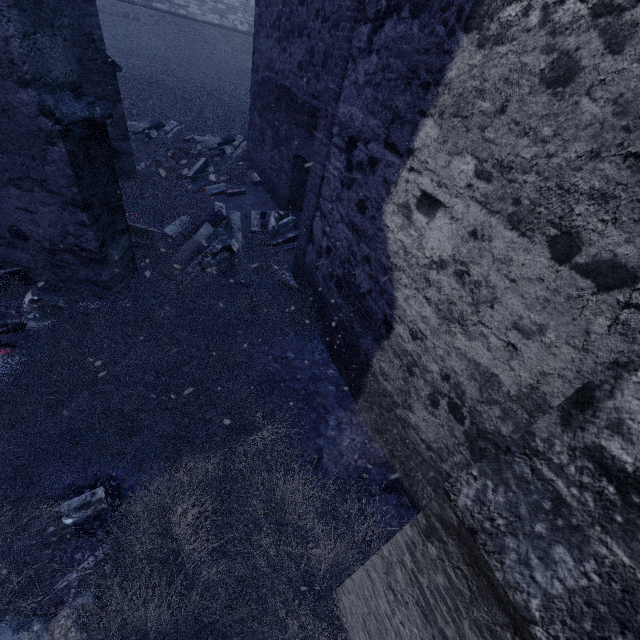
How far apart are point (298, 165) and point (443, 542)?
7.1m

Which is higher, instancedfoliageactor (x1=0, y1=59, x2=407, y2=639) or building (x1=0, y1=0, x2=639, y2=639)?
building (x1=0, y1=0, x2=639, y2=639)

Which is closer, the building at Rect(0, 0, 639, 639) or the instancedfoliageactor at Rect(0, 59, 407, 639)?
the building at Rect(0, 0, 639, 639)

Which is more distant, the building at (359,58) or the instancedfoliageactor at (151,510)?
the instancedfoliageactor at (151,510)

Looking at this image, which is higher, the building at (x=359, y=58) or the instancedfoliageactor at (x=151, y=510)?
the building at (x=359, y=58)
